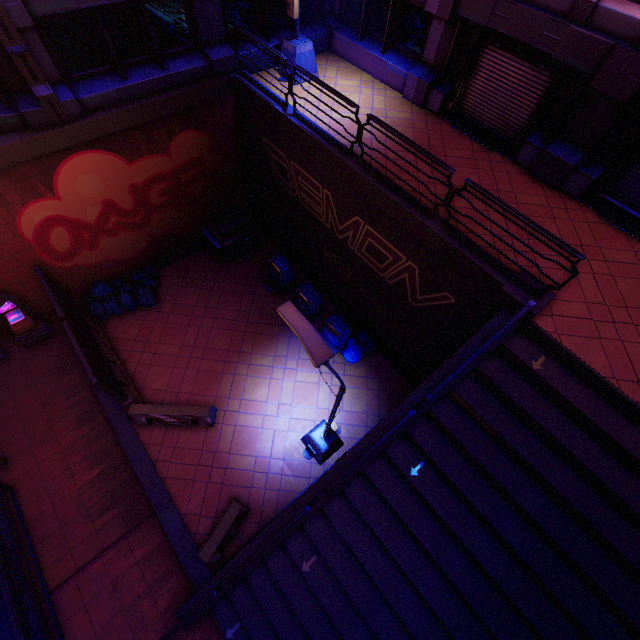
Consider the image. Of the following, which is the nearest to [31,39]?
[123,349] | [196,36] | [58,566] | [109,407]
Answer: [196,36]

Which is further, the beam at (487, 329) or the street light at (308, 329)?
the beam at (487, 329)

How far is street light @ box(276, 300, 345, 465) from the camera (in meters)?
5.80

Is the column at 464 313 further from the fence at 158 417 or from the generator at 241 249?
the generator at 241 249

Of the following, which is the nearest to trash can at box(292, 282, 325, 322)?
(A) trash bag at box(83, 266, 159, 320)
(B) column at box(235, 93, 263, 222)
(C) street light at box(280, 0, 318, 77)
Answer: (B) column at box(235, 93, 263, 222)

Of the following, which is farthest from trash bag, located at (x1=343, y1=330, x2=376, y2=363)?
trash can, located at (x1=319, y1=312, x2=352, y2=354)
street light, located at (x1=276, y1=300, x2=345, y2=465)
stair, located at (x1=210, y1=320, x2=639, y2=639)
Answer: stair, located at (x1=210, y1=320, x2=639, y2=639)

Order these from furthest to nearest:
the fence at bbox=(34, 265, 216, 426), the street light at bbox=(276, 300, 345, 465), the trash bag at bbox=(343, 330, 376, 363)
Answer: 1. the trash bag at bbox=(343, 330, 376, 363)
2. the fence at bbox=(34, 265, 216, 426)
3. the street light at bbox=(276, 300, 345, 465)

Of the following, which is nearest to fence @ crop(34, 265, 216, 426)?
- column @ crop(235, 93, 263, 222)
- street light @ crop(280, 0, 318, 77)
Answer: column @ crop(235, 93, 263, 222)
